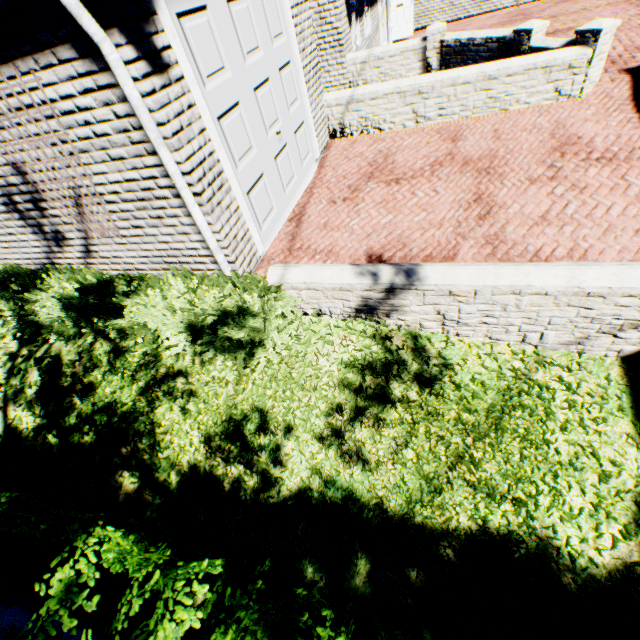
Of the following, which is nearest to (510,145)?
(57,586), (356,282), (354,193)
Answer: (354,193)

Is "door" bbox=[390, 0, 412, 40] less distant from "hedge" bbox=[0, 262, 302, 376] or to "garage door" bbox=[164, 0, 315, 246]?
"garage door" bbox=[164, 0, 315, 246]

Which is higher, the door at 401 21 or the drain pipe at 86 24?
the drain pipe at 86 24

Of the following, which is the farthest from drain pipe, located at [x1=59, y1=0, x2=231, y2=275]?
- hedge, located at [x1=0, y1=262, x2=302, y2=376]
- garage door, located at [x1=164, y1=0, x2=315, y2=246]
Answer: garage door, located at [x1=164, y1=0, x2=315, y2=246]

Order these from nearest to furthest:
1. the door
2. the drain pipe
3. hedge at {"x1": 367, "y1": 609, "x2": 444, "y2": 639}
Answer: hedge at {"x1": 367, "y1": 609, "x2": 444, "y2": 639}
the drain pipe
the door

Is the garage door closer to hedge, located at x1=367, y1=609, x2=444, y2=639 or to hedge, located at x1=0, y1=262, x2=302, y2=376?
hedge, located at x1=0, y1=262, x2=302, y2=376

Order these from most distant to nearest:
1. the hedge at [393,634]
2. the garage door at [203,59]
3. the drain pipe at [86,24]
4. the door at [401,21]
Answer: the door at [401,21] → the garage door at [203,59] → the drain pipe at [86,24] → the hedge at [393,634]
